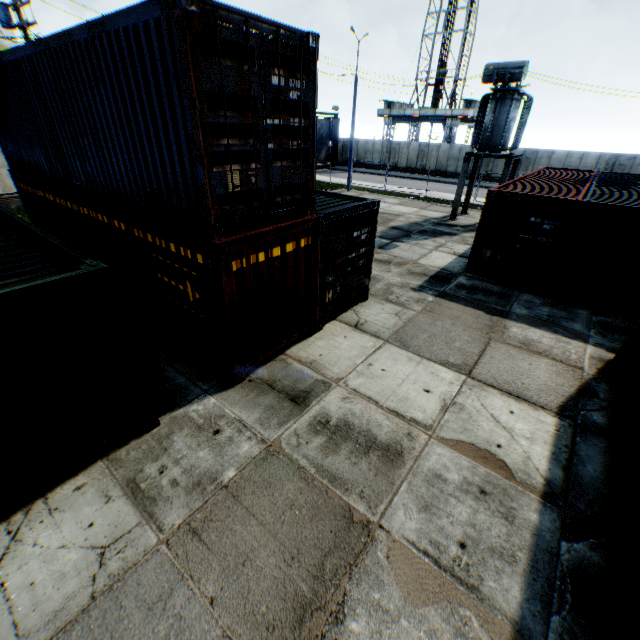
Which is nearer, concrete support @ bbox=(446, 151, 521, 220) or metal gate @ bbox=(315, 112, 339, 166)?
concrete support @ bbox=(446, 151, 521, 220)

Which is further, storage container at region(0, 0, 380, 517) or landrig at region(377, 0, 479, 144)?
landrig at region(377, 0, 479, 144)

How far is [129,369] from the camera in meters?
4.9

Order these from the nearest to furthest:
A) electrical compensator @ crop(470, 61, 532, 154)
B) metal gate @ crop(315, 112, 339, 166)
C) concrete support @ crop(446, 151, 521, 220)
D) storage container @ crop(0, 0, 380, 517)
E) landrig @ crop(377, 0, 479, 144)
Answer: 1. storage container @ crop(0, 0, 380, 517)
2. electrical compensator @ crop(470, 61, 532, 154)
3. concrete support @ crop(446, 151, 521, 220)
4. metal gate @ crop(315, 112, 339, 166)
5. landrig @ crop(377, 0, 479, 144)

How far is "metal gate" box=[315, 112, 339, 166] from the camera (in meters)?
39.56

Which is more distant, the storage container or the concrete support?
the concrete support

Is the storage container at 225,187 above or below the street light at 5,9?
below

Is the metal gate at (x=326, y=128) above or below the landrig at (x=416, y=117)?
below
